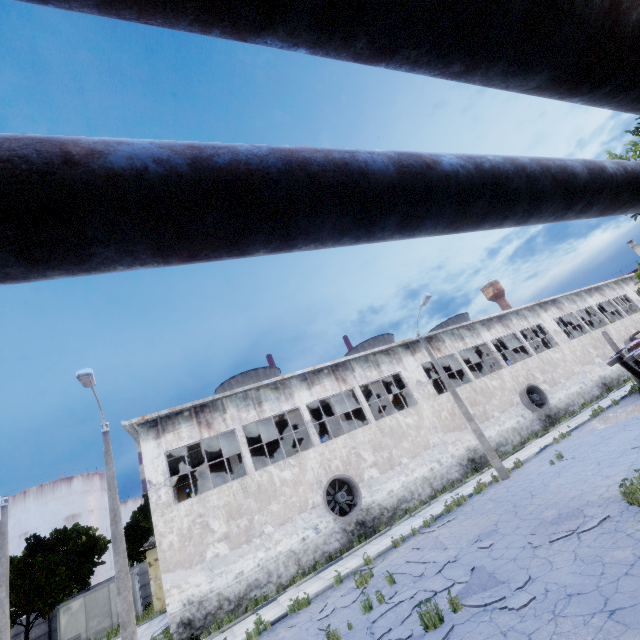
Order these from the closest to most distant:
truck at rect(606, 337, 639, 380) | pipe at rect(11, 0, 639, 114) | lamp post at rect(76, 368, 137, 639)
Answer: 1. pipe at rect(11, 0, 639, 114)
2. lamp post at rect(76, 368, 137, 639)
3. truck at rect(606, 337, 639, 380)

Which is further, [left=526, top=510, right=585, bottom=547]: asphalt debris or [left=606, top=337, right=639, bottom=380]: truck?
[left=606, top=337, right=639, bottom=380]: truck

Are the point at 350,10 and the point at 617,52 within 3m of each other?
yes

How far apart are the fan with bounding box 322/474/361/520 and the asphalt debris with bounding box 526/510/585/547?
9.7 meters

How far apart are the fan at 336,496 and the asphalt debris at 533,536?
9.72m

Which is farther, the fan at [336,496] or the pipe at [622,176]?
the fan at [336,496]

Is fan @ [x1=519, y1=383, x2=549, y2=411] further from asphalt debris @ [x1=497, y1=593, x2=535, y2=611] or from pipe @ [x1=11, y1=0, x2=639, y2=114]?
pipe @ [x1=11, y1=0, x2=639, y2=114]

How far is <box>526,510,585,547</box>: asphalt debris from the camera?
8.6m
